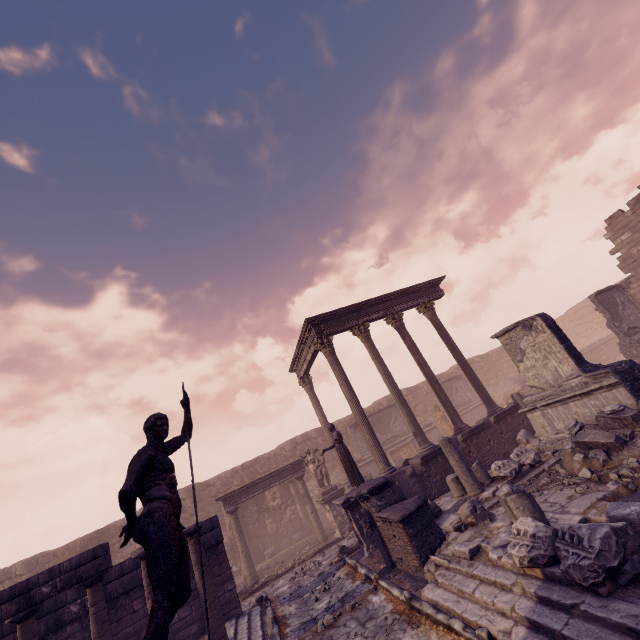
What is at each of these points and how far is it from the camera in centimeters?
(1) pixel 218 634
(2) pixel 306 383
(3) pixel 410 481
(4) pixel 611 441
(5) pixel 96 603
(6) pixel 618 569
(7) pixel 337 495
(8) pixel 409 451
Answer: (1) column, 689cm
(2) column, 1714cm
(3) relief sculpture, 1065cm
(4) debris pile, 710cm
(5) column, 688cm
(6) building debris, 373cm
(7) relief sculpture, 1457cm
(8) relief sculpture, 1978cm

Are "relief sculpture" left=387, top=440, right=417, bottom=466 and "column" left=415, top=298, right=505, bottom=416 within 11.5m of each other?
yes

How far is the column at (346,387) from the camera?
11.23m

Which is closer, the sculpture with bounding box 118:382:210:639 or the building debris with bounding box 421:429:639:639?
the sculpture with bounding box 118:382:210:639

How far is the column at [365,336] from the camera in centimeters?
1193cm

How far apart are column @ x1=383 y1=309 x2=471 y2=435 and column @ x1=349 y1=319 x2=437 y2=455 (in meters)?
0.99

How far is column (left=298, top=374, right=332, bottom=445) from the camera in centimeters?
1619cm

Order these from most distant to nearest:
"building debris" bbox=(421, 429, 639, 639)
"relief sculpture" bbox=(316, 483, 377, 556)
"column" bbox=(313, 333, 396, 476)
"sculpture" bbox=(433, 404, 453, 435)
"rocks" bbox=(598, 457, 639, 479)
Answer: "sculpture" bbox=(433, 404, 453, 435) → "column" bbox=(313, 333, 396, 476) → "relief sculpture" bbox=(316, 483, 377, 556) → "rocks" bbox=(598, 457, 639, 479) → "building debris" bbox=(421, 429, 639, 639)
